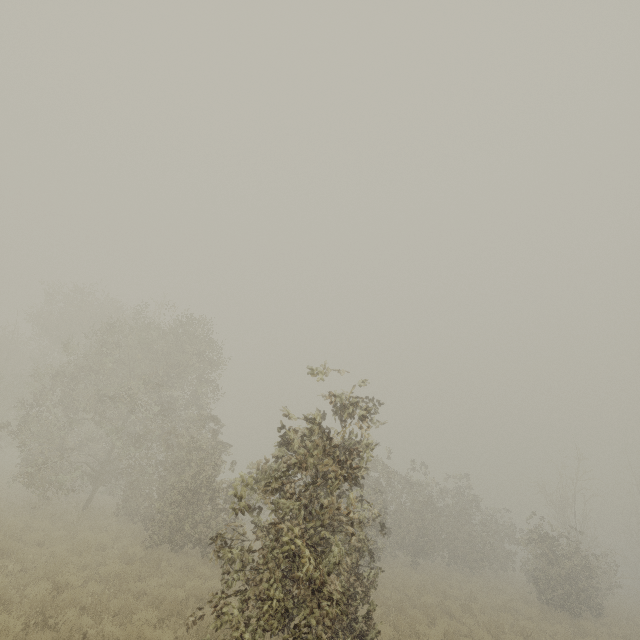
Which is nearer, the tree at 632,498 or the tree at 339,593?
the tree at 339,593

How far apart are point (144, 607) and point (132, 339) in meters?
14.3

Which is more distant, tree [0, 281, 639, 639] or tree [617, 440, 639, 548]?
tree [617, 440, 639, 548]
